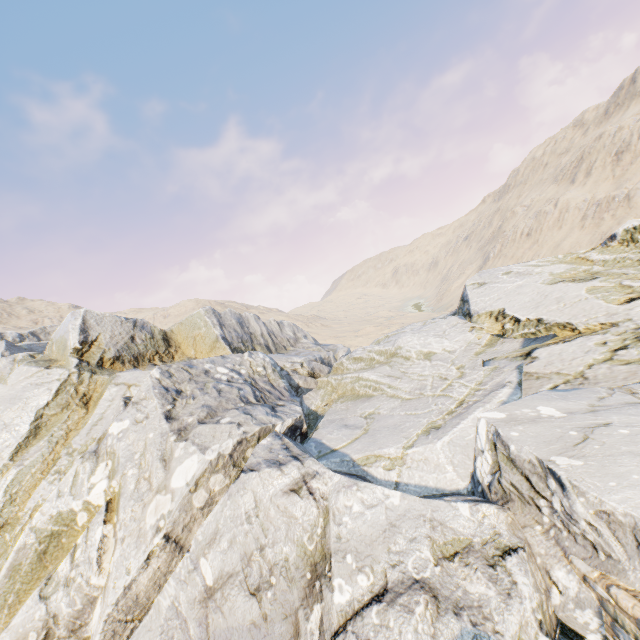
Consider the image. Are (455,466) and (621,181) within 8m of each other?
no
